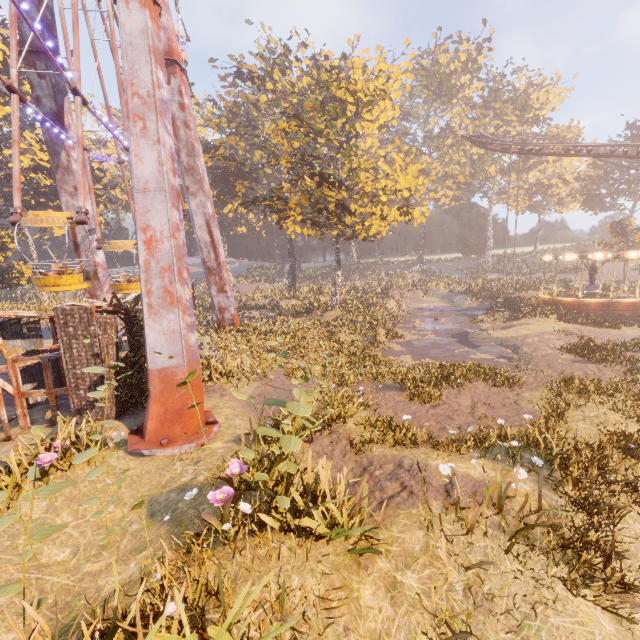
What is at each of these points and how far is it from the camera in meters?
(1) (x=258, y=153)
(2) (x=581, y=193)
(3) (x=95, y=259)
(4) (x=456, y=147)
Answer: (1) instancedfoliageactor, 32.4 m
(2) instancedfoliageactor, 51.9 m
(3) metal support, 20.1 m
(4) instancedfoliageactor, 55.8 m

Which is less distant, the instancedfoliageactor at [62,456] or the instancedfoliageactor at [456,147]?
the instancedfoliageactor at [62,456]

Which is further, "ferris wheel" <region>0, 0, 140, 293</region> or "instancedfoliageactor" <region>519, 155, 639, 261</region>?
"instancedfoliageactor" <region>519, 155, 639, 261</region>

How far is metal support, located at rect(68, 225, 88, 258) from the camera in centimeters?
1908cm

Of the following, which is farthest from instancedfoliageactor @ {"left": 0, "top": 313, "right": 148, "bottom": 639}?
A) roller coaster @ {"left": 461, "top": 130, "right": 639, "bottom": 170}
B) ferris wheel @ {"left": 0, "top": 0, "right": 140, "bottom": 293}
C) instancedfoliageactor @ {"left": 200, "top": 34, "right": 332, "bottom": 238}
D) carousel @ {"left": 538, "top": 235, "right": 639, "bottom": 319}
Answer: roller coaster @ {"left": 461, "top": 130, "right": 639, "bottom": 170}

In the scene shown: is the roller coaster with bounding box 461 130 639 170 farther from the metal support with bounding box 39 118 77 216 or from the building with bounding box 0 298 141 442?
the building with bounding box 0 298 141 442

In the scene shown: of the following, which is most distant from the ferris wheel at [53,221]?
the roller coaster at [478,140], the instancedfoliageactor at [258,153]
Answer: the roller coaster at [478,140]

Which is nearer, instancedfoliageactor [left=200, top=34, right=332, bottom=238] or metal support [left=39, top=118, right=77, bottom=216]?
metal support [left=39, top=118, right=77, bottom=216]
